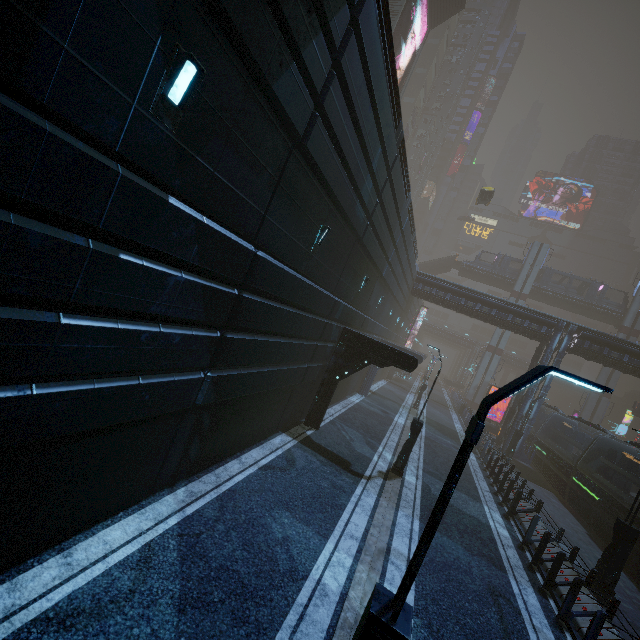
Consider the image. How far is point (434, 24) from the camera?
39.1m

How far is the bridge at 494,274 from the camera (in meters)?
50.16

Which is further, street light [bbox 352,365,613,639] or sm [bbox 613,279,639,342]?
sm [bbox 613,279,639,342]

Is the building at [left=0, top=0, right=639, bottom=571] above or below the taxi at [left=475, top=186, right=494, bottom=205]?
below

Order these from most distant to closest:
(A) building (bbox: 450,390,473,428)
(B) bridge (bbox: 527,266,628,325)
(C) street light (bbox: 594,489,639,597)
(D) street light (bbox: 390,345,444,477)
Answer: (B) bridge (bbox: 527,266,628,325) < (A) building (bbox: 450,390,473,428) < (D) street light (bbox: 390,345,444,477) < (C) street light (bbox: 594,489,639,597)

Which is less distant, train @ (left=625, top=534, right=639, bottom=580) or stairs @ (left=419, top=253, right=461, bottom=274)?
train @ (left=625, top=534, right=639, bottom=580)

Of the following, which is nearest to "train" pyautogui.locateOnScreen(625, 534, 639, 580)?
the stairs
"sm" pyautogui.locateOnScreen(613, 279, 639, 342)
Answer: "sm" pyautogui.locateOnScreen(613, 279, 639, 342)

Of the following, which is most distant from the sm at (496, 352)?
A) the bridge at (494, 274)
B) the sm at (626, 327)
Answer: the sm at (626, 327)
